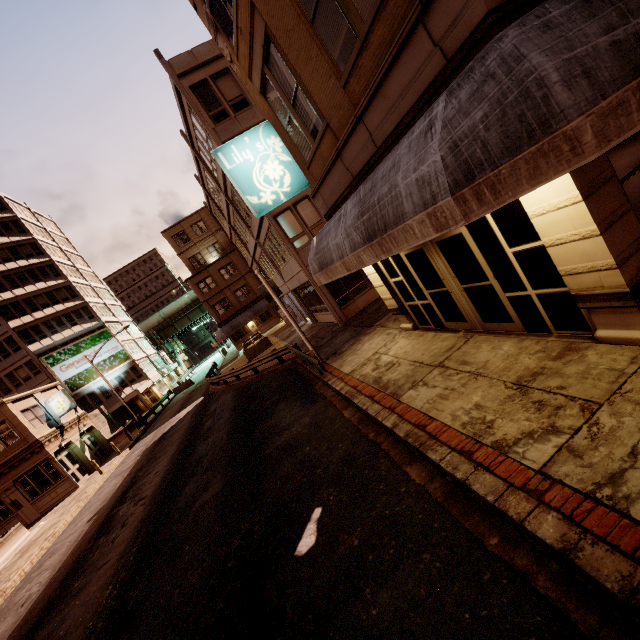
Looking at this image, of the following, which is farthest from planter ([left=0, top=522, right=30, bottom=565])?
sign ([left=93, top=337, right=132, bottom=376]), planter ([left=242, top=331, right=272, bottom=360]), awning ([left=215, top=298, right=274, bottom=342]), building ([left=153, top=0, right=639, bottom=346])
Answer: sign ([left=93, top=337, right=132, bottom=376])

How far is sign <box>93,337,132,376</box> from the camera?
45.84m

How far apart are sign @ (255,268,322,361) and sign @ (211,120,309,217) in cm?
352

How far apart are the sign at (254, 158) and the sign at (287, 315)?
3.5m

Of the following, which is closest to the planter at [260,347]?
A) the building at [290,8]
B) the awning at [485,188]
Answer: the building at [290,8]

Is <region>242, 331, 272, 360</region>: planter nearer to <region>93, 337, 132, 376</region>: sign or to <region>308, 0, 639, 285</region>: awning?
<region>308, 0, 639, 285</region>: awning

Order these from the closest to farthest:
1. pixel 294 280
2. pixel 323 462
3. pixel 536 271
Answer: pixel 536 271, pixel 323 462, pixel 294 280

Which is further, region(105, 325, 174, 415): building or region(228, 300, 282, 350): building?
region(105, 325, 174, 415): building
